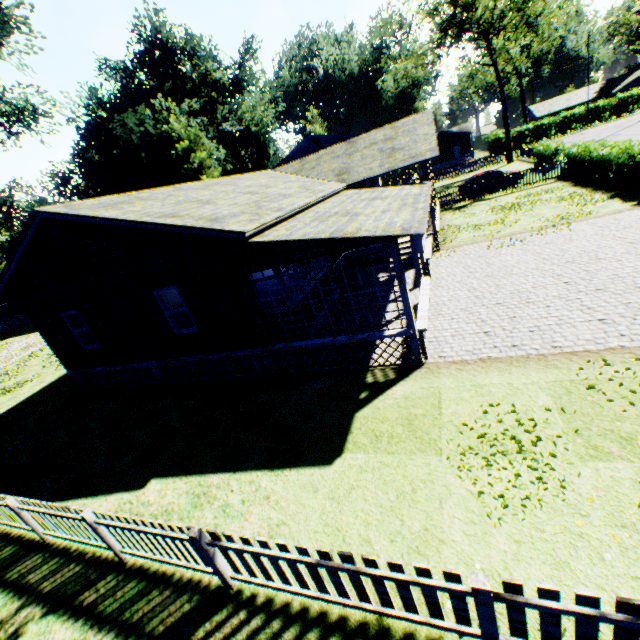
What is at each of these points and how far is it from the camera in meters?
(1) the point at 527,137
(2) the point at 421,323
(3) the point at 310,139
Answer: (1) hedge, 52.7 m
(2) house, 8.4 m
(3) house, 37.5 m

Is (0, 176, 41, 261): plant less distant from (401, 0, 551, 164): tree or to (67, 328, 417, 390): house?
(67, 328, 417, 390): house

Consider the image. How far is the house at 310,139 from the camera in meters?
36.4

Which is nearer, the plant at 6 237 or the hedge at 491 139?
the hedge at 491 139

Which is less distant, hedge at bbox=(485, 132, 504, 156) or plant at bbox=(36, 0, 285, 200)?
plant at bbox=(36, 0, 285, 200)

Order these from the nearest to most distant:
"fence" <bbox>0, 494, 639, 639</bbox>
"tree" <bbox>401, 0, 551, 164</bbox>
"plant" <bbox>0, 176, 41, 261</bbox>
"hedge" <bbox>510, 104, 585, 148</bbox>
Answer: "fence" <bbox>0, 494, 639, 639</bbox> < "tree" <bbox>401, 0, 551, 164</bbox> < "hedge" <bbox>510, 104, 585, 148</bbox> < "plant" <bbox>0, 176, 41, 261</bbox>

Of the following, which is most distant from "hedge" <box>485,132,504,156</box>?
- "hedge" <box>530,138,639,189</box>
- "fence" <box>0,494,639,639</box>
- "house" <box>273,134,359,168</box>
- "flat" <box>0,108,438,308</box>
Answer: "flat" <box>0,108,438,308</box>

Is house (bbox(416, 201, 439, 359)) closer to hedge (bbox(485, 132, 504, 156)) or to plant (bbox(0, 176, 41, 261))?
plant (bbox(0, 176, 41, 261))
